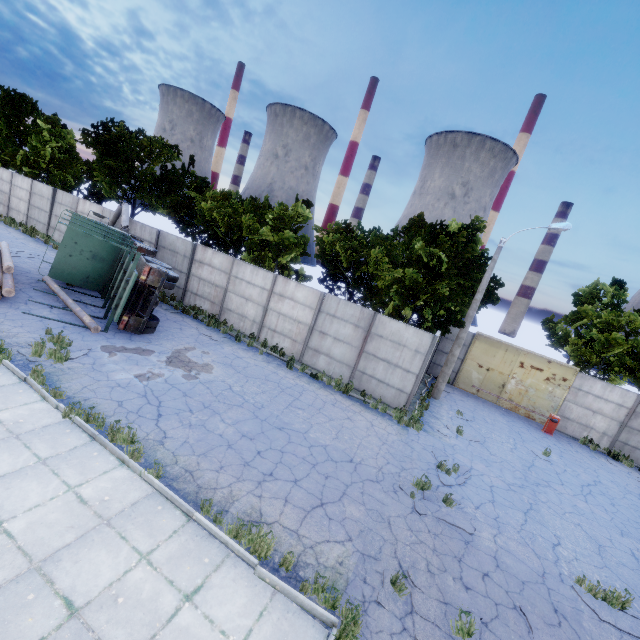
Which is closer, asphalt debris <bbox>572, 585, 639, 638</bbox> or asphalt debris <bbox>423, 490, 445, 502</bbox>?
asphalt debris <bbox>572, 585, 639, 638</bbox>

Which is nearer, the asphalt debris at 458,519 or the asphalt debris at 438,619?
the asphalt debris at 438,619

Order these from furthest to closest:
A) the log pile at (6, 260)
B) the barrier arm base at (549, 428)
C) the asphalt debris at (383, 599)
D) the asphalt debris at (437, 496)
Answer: the barrier arm base at (549, 428), the log pile at (6, 260), the asphalt debris at (437, 496), the asphalt debris at (383, 599)

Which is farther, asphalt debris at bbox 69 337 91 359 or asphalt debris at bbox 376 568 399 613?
asphalt debris at bbox 69 337 91 359

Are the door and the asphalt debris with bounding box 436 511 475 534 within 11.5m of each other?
no

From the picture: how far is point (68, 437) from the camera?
7.0m

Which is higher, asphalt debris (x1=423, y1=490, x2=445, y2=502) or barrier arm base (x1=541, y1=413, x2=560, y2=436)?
barrier arm base (x1=541, y1=413, x2=560, y2=436)

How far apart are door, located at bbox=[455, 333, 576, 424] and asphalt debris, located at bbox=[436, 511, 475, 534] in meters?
13.0
